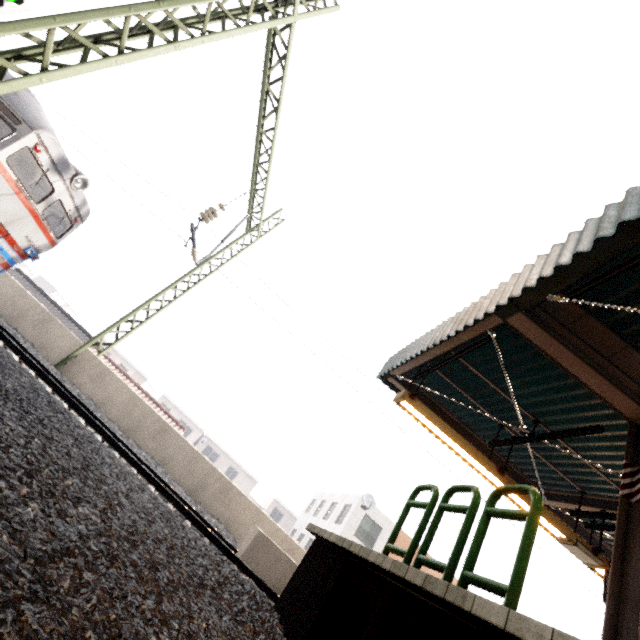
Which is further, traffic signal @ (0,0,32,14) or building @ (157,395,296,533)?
building @ (157,395,296,533)

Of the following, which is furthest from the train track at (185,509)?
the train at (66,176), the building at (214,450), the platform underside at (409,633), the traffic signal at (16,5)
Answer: the building at (214,450)

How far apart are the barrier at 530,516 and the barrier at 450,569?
0.1m

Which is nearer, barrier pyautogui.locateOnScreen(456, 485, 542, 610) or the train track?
barrier pyautogui.locateOnScreen(456, 485, 542, 610)

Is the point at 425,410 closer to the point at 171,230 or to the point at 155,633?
the point at 155,633

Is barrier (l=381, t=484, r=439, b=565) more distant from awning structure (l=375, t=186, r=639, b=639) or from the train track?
the train track

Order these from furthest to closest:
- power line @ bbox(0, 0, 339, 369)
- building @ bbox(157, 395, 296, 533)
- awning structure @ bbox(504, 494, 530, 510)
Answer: building @ bbox(157, 395, 296, 533) → awning structure @ bbox(504, 494, 530, 510) → power line @ bbox(0, 0, 339, 369)

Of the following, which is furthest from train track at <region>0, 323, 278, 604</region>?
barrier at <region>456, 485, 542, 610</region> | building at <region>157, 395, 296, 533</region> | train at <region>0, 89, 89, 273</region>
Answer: building at <region>157, 395, 296, 533</region>
